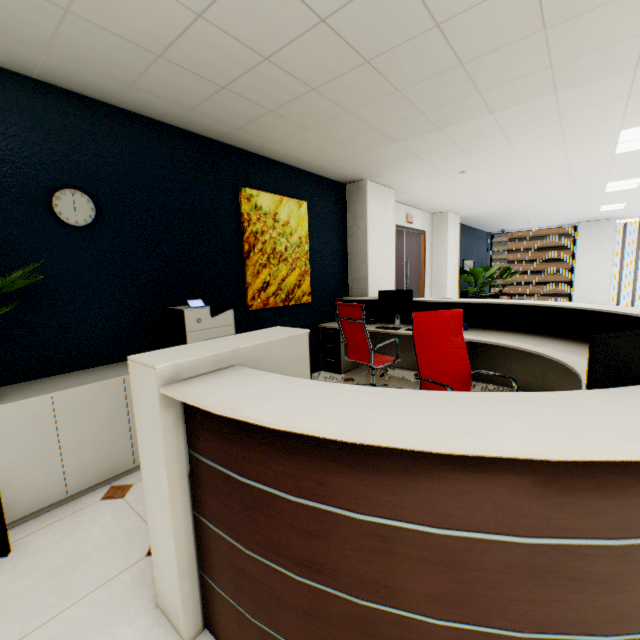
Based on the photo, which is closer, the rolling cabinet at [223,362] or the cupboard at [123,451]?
the rolling cabinet at [223,362]

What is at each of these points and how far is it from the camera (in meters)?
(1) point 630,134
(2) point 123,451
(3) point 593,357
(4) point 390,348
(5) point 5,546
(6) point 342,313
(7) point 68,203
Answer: (1) light, 3.73
(2) cupboard, 2.49
(3) monitor, 1.10
(4) reception desk, 5.12
(5) door, 1.79
(6) chair, 3.79
(7) clock, 2.52

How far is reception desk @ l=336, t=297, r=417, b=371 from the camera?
4.5m

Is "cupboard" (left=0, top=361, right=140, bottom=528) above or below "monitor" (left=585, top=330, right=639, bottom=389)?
below

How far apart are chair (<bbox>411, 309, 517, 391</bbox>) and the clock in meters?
2.8 m

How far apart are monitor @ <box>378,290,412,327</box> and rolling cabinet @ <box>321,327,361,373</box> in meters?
0.6 m

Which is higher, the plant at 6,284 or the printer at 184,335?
the plant at 6,284

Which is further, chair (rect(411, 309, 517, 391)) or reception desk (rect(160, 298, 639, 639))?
chair (rect(411, 309, 517, 391))
